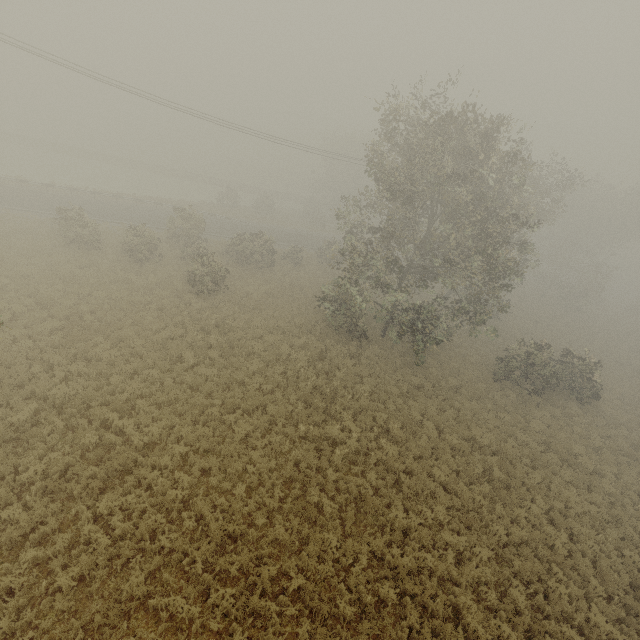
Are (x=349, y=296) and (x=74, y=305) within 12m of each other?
no
